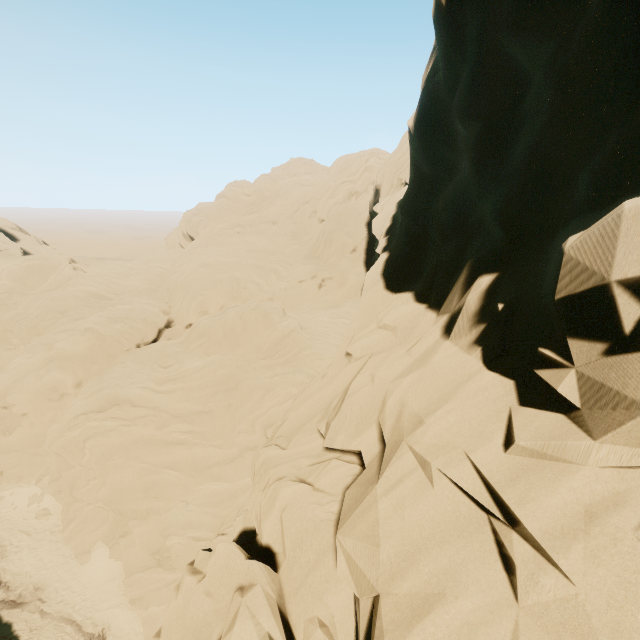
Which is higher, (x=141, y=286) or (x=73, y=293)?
(x=73, y=293)
